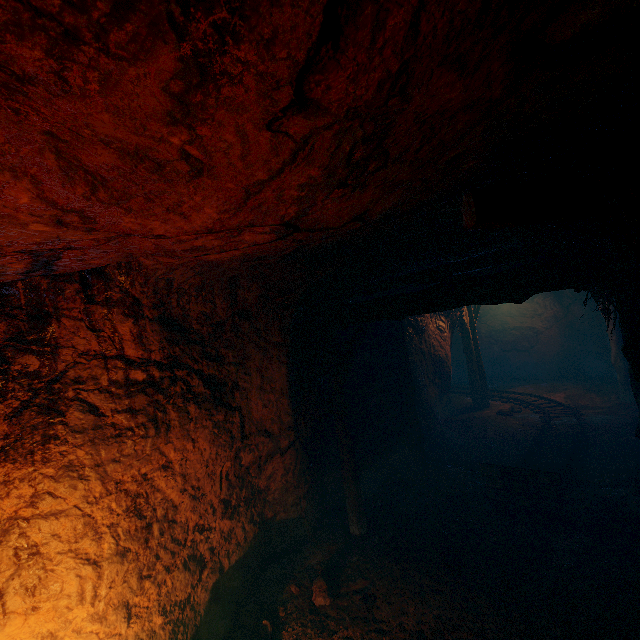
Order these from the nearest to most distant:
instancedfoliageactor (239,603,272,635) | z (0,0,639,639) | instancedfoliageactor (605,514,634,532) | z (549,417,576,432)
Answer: z (0,0,639,639) < instancedfoliageactor (239,603,272,635) < instancedfoliageactor (605,514,634,532) < z (549,417,576,432)

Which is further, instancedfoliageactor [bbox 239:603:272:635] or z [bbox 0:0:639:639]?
instancedfoliageactor [bbox 239:603:272:635]

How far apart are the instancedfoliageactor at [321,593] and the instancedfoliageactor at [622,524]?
4.34m

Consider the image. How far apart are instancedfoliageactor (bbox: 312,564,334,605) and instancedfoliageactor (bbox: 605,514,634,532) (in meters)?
4.34

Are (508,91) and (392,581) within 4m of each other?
no

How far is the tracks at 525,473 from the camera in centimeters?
516cm

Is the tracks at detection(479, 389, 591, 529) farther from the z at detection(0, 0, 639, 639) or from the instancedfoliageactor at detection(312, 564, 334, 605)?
the instancedfoliageactor at detection(312, 564, 334, 605)

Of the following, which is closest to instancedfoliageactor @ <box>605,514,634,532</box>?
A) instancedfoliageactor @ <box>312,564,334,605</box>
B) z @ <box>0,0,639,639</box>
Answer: z @ <box>0,0,639,639</box>
